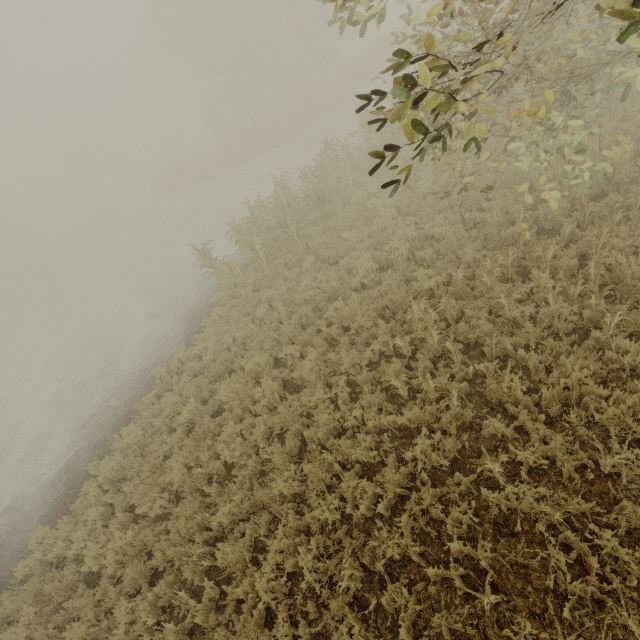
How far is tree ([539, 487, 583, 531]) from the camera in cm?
353

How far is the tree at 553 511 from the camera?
3.5m

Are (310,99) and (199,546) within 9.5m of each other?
no

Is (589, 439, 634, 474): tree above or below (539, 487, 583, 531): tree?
above
